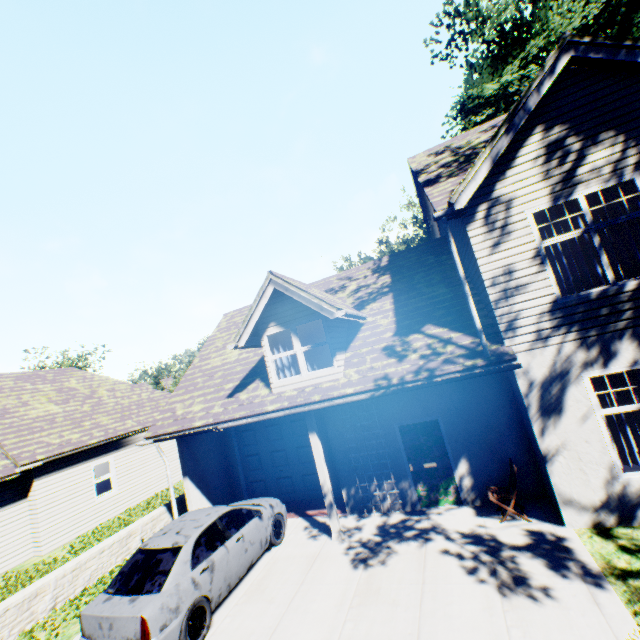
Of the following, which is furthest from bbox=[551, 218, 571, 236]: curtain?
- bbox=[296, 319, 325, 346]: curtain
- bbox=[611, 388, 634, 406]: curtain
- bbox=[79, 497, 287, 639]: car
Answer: bbox=[79, 497, 287, 639]: car

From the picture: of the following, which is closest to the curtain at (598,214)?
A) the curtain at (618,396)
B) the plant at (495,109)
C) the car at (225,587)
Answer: the curtain at (618,396)

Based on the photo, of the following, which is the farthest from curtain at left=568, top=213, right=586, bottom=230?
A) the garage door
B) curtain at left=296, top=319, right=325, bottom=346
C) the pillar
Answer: the garage door

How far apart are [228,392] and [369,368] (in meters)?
4.66

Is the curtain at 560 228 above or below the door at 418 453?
above

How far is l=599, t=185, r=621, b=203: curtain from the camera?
6.5 meters

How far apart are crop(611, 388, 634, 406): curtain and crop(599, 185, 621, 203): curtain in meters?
2.2

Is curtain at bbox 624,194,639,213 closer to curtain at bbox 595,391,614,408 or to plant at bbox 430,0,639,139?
curtain at bbox 595,391,614,408
